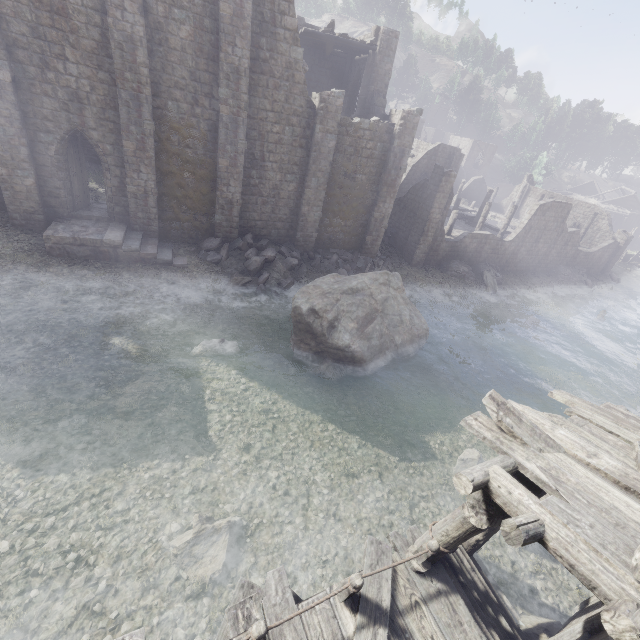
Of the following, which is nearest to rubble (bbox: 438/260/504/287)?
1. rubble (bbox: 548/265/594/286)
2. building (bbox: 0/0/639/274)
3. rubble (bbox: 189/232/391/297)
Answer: building (bbox: 0/0/639/274)

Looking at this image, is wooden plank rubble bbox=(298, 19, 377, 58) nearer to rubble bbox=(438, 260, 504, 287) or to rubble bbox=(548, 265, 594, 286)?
rubble bbox=(438, 260, 504, 287)

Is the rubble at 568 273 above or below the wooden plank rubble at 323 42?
below

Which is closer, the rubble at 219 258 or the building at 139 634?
the building at 139 634

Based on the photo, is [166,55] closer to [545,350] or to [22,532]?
[22,532]

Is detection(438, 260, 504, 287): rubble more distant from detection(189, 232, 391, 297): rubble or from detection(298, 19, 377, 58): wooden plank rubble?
detection(298, 19, 377, 58): wooden plank rubble

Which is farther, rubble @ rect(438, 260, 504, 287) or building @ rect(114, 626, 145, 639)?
rubble @ rect(438, 260, 504, 287)
